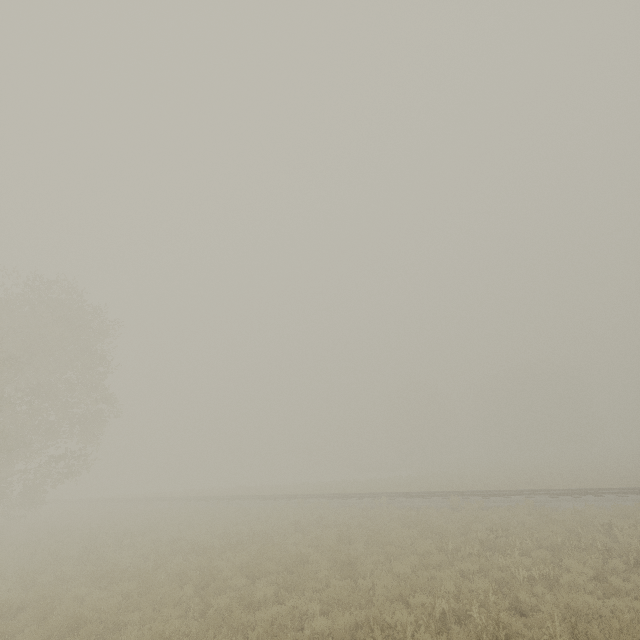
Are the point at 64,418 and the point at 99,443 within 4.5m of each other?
yes
